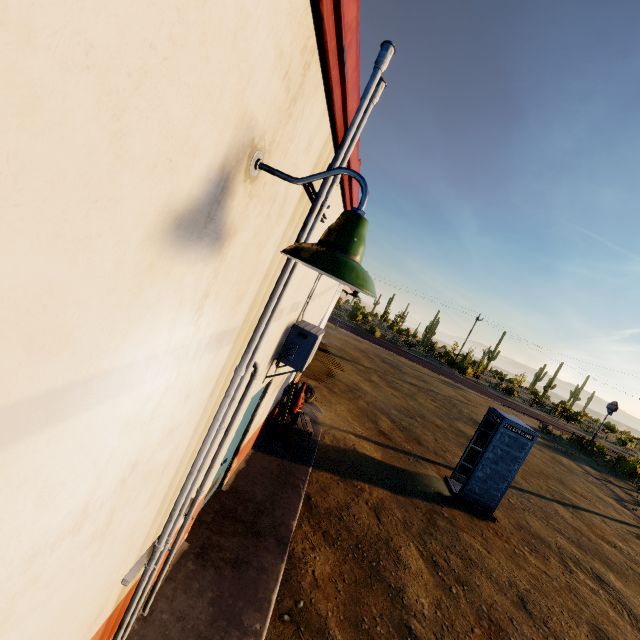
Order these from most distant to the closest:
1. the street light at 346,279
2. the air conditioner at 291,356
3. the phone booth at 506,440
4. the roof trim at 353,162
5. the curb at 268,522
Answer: the phone booth at 506,440 → the air conditioner at 291,356 → the curb at 268,522 → the roof trim at 353,162 → the street light at 346,279

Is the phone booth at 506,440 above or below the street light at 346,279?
below

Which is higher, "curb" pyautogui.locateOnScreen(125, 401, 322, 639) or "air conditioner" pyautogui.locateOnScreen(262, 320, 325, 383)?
"air conditioner" pyautogui.locateOnScreen(262, 320, 325, 383)

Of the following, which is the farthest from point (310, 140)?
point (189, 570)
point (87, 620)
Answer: point (189, 570)

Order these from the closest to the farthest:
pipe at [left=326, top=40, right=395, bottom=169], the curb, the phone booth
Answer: pipe at [left=326, top=40, right=395, bottom=169], the curb, the phone booth

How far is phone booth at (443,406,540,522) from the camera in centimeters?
860cm

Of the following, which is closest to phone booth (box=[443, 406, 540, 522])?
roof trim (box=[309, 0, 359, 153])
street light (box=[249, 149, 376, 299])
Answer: roof trim (box=[309, 0, 359, 153])

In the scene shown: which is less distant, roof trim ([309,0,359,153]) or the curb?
roof trim ([309,0,359,153])
